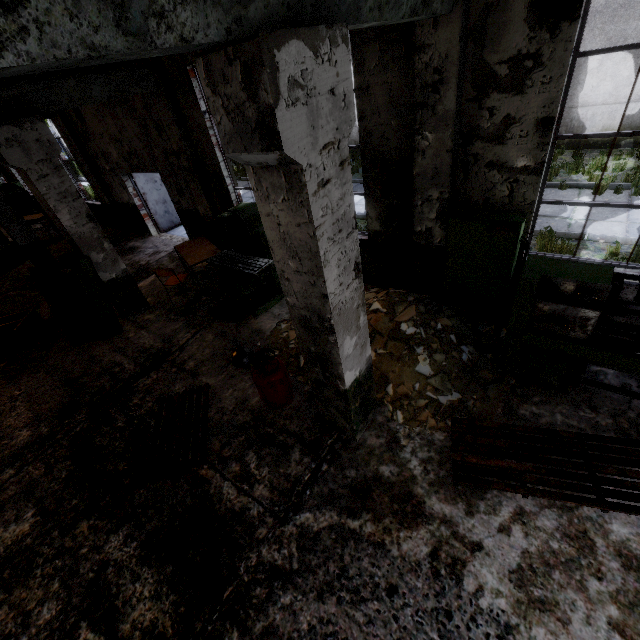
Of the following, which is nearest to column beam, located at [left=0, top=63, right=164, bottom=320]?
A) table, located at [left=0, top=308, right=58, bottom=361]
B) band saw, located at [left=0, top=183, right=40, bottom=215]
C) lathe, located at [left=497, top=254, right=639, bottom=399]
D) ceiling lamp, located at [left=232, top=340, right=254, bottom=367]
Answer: table, located at [left=0, top=308, right=58, bottom=361]

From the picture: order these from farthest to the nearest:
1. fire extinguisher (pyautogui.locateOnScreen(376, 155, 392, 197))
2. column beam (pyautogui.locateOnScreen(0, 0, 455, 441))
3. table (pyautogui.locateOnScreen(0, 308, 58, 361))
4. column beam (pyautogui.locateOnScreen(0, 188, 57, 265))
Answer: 1. column beam (pyautogui.locateOnScreen(0, 188, 57, 265))
2. table (pyautogui.locateOnScreen(0, 308, 58, 361))
3. fire extinguisher (pyautogui.locateOnScreen(376, 155, 392, 197))
4. column beam (pyautogui.locateOnScreen(0, 0, 455, 441))

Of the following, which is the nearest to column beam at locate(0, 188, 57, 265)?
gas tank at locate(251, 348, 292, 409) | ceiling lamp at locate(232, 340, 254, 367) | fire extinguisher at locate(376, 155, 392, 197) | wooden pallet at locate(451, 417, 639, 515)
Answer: ceiling lamp at locate(232, 340, 254, 367)

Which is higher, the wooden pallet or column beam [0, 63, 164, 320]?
column beam [0, 63, 164, 320]

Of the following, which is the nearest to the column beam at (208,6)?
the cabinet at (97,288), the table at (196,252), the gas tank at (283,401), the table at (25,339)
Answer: the gas tank at (283,401)

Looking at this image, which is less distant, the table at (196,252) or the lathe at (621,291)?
the lathe at (621,291)

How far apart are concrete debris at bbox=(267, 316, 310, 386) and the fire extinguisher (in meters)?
1.53

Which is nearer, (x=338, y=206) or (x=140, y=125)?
(x=338, y=206)
